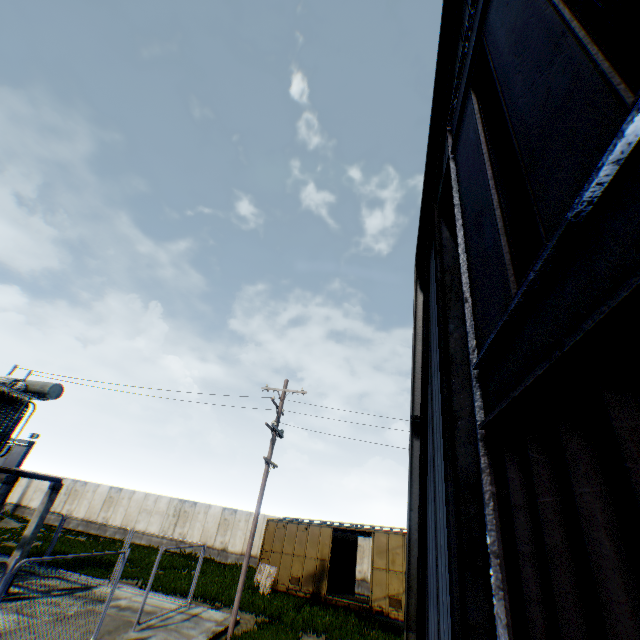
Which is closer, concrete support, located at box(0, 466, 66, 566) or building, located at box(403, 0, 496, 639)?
building, located at box(403, 0, 496, 639)

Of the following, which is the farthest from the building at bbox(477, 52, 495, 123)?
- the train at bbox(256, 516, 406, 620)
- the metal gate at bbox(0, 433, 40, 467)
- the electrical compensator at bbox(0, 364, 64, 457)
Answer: the metal gate at bbox(0, 433, 40, 467)

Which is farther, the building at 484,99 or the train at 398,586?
the train at 398,586

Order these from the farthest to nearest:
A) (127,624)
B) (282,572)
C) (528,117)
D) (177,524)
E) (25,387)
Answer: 1. (177,524)
2. (282,572)
3. (25,387)
4. (127,624)
5. (528,117)

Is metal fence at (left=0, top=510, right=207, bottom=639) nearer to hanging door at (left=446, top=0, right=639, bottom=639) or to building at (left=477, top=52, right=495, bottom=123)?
building at (left=477, top=52, right=495, bottom=123)

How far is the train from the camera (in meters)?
15.70

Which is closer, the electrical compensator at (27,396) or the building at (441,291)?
the building at (441,291)

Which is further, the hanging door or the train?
the train
